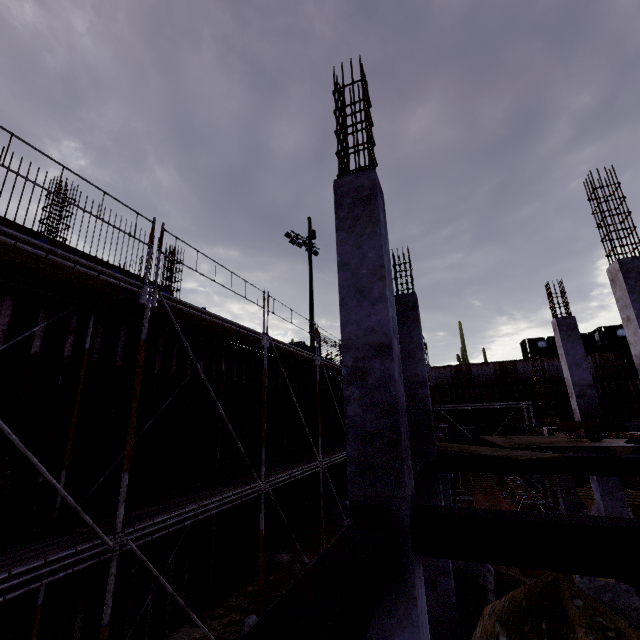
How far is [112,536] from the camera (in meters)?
4.62

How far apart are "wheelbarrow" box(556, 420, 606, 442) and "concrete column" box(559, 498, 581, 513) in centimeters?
687cm

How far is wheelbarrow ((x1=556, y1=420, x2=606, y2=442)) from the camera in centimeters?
830cm

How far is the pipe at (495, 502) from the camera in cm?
1162

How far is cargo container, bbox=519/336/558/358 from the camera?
34.1 meters

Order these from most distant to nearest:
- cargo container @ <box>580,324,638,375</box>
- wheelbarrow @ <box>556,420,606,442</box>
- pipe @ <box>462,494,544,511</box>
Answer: cargo container @ <box>580,324,638,375</box> < pipe @ <box>462,494,544,511</box> < wheelbarrow @ <box>556,420,606,442</box>

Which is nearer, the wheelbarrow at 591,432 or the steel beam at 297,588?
the steel beam at 297,588

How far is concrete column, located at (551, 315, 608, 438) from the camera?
10.6m
